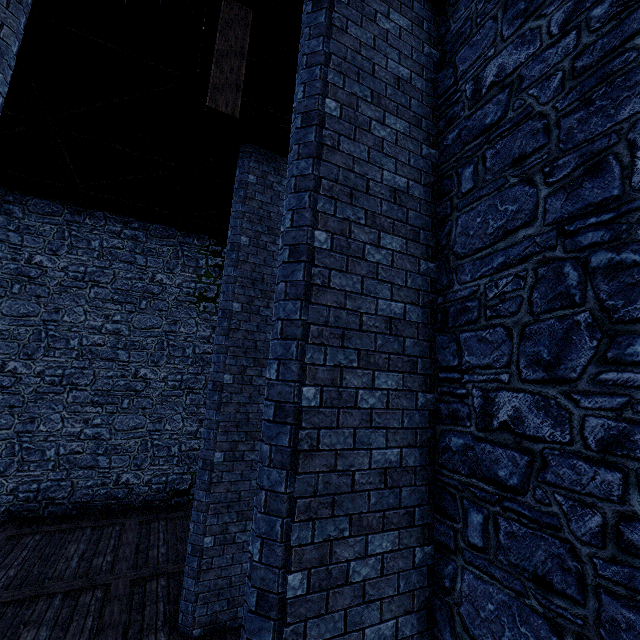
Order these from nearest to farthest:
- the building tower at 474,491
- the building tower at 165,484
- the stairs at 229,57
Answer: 1. the building tower at 474,491
2. the stairs at 229,57
3. the building tower at 165,484

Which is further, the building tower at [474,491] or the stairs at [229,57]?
the stairs at [229,57]

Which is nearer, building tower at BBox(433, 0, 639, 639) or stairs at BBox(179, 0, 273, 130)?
building tower at BBox(433, 0, 639, 639)

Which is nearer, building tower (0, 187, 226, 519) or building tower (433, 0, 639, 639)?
building tower (433, 0, 639, 639)

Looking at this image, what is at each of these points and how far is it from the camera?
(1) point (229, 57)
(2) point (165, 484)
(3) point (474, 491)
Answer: (1) stairs, 3.8 meters
(2) building tower, 11.1 meters
(3) building tower, 2.9 meters

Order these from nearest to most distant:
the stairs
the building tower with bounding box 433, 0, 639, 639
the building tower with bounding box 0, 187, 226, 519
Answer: the building tower with bounding box 433, 0, 639, 639 < the stairs < the building tower with bounding box 0, 187, 226, 519
